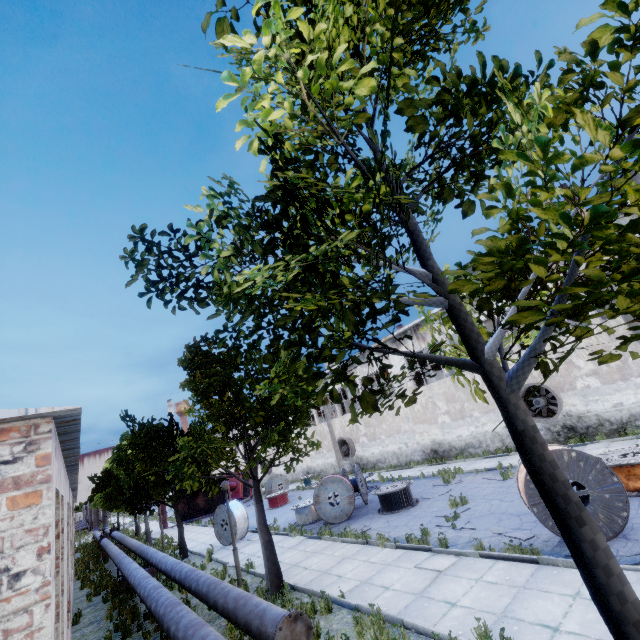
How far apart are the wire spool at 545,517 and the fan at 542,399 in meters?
10.2

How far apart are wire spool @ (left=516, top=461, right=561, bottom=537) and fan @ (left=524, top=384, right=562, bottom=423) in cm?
1018

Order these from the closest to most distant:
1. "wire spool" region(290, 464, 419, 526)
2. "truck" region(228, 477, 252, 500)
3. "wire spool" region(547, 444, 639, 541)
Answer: "wire spool" region(547, 444, 639, 541), "wire spool" region(290, 464, 419, 526), "truck" region(228, 477, 252, 500)

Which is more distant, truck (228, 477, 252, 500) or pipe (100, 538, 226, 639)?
truck (228, 477, 252, 500)

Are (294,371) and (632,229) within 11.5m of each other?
yes

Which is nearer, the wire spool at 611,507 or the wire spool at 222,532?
the wire spool at 611,507

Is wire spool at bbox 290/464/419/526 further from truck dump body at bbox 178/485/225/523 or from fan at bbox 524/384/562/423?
truck dump body at bbox 178/485/225/523

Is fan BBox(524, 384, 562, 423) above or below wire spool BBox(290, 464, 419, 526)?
above
